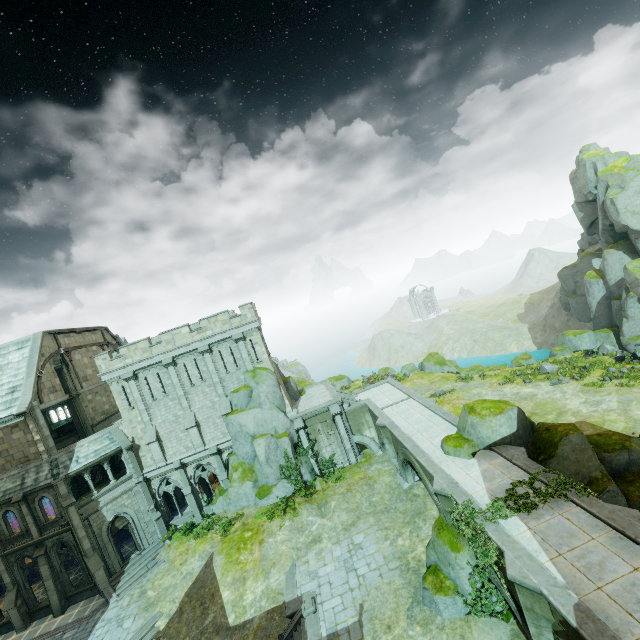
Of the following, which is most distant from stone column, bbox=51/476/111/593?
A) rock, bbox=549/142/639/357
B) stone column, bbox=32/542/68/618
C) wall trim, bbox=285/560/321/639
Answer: rock, bbox=549/142/639/357

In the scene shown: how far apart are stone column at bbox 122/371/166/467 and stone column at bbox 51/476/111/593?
5.2 meters

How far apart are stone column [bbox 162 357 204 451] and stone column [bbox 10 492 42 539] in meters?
11.0 m

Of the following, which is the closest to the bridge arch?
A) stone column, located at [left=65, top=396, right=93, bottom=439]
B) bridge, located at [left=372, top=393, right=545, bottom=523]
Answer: bridge, located at [left=372, top=393, right=545, bottom=523]

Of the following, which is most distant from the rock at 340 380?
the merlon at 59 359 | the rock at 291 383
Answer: the merlon at 59 359

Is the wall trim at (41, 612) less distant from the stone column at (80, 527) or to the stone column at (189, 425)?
the stone column at (80, 527)

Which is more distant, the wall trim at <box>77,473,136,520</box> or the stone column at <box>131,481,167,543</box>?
the stone column at <box>131,481,167,543</box>

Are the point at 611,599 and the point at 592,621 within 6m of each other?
yes
